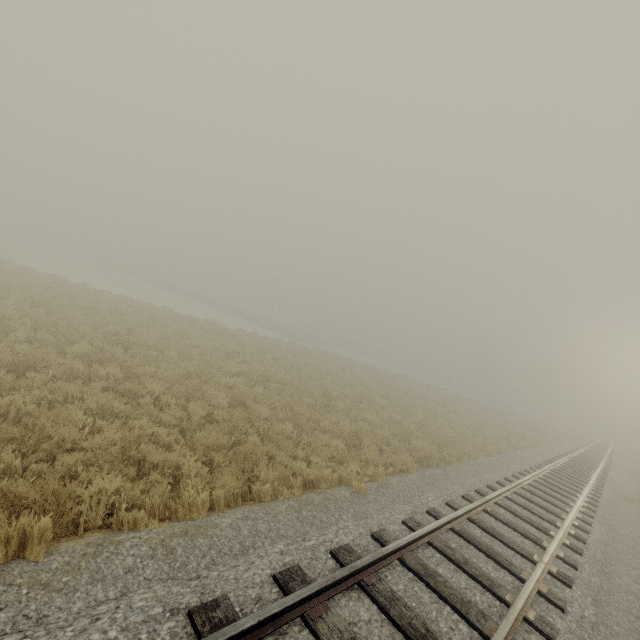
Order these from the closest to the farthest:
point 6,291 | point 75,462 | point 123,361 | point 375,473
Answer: point 75,462, point 375,473, point 123,361, point 6,291
